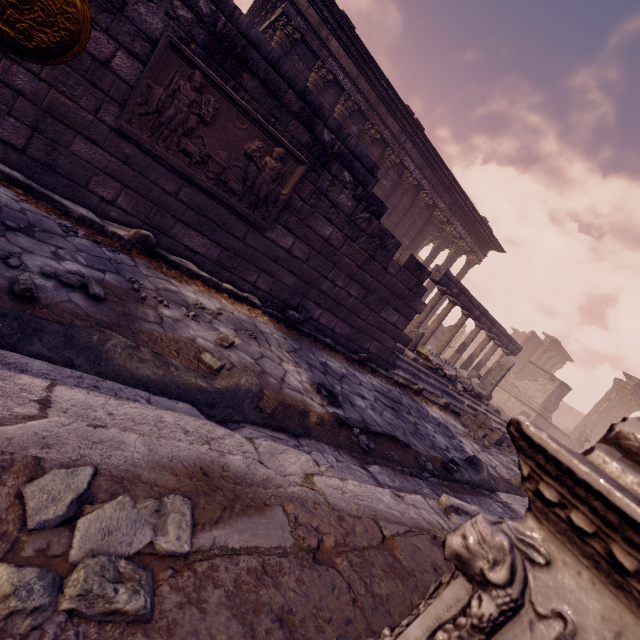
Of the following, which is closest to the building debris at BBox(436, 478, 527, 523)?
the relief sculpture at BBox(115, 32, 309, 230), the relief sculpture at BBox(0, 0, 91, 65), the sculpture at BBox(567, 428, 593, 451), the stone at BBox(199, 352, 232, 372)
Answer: Result: the stone at BBox(199, 352, 232, 372)

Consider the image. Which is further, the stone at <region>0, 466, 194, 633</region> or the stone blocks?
the stone blocks

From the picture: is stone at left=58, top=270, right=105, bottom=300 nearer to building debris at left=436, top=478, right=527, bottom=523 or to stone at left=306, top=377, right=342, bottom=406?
stone at left=306, top=377, right=342, bottom=406

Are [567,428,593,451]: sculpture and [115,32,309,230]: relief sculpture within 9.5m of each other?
no

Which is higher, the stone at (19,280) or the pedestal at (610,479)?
the pedestal at (610,479)

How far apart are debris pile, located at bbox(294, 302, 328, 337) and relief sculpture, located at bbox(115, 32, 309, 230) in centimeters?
111cm

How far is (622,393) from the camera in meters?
24.6 m

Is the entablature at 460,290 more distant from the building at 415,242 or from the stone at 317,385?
the stone at 317,385
